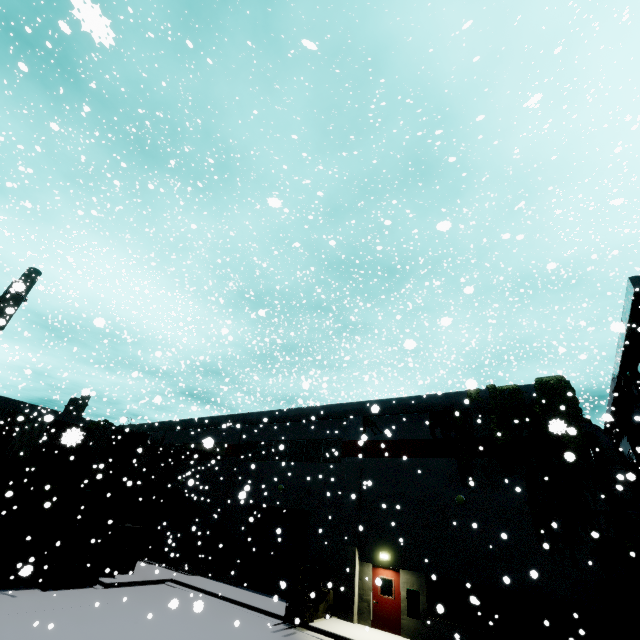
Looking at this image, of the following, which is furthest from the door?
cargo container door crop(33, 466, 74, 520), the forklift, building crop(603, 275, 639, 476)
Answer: cargo container door crop(33, 466, 74, 520)

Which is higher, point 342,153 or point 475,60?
point 342,153

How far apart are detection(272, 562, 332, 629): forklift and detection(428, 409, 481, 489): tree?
7.91m

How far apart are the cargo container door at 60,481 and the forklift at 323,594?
11.47m

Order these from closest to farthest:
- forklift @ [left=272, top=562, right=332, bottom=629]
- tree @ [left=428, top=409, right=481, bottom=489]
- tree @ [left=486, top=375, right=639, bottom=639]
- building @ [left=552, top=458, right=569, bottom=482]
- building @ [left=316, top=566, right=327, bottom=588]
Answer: tree @ [left=486, top=375, right=639, bottom=639]
building @ [left=552, top=458, right=569, bottom=482]
forklift @ [left=272, top=562, right=332, bottom=629]
tree @ [left=428, top=409, right=481, bottom=489]
building @ [left=316, top=566, right=327, bottom=588]

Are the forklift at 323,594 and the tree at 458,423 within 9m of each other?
yes

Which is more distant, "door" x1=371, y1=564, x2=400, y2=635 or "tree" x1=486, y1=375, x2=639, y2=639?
"door" x1=371, y1=564, x2=400, y2=635

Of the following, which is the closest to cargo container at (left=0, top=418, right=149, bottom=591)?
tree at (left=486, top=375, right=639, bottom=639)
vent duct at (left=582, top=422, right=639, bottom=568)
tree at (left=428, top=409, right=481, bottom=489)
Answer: tree at (left=428, top=409, right=481, bottom=489)
